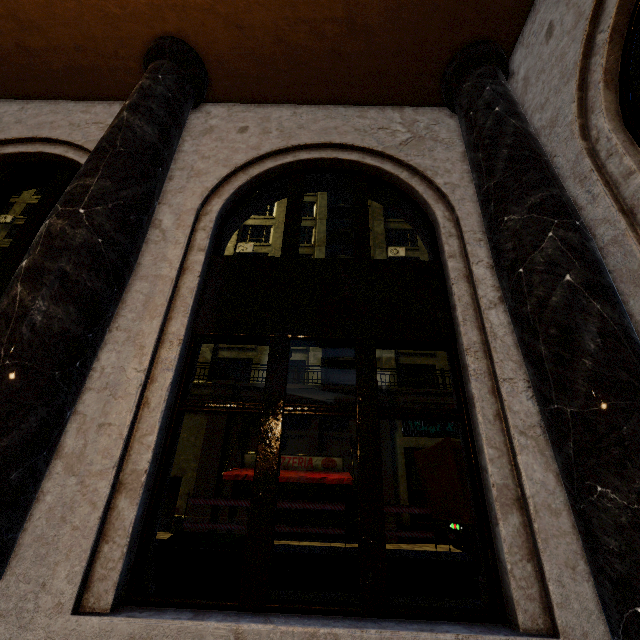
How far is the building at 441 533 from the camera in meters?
14.3

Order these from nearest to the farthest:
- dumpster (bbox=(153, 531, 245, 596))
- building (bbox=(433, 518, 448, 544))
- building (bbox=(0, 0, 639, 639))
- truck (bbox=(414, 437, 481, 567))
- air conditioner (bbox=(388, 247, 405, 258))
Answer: building (bbox=(0, 0, 639, 639)) < dumpster (bbox=(153, 531, 245, 596)) < truck (bbox=(414, 437, 481, 567)) < building (bbox=(433, 518, 448, 544)) < air conditioner (bbox=(388, 247, 405, 258))

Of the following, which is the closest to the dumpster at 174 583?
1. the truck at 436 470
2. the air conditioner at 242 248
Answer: the truck at 436 470

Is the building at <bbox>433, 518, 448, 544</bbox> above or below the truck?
below

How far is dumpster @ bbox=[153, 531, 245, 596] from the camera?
4.0m

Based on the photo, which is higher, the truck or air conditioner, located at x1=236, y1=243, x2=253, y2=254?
air conditioner, located at x1=236, y1=243, x2=253, y2=254

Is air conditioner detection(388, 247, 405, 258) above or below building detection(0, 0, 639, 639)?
above

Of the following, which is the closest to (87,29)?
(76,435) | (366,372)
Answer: (76,435)
